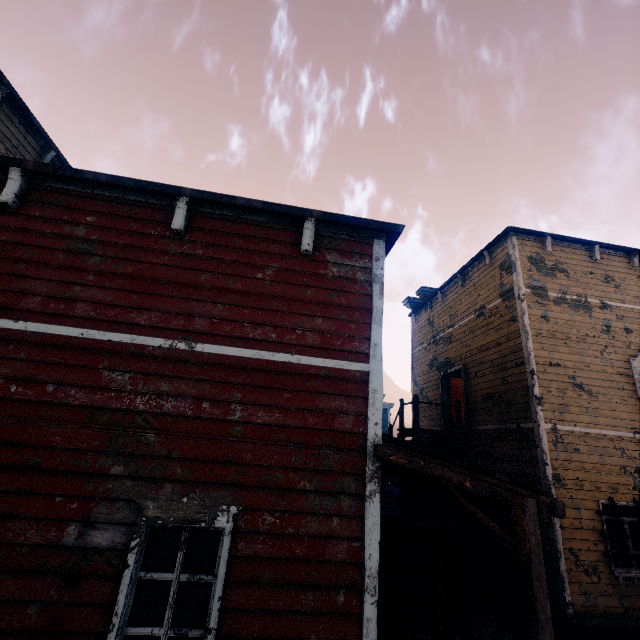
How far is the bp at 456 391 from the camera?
13.4m

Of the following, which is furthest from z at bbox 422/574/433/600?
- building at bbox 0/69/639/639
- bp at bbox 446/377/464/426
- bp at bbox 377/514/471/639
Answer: bp at bbox 446/377/464/426

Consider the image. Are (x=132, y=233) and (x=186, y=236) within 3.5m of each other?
yes

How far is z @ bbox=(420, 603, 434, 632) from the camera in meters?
7.9 m

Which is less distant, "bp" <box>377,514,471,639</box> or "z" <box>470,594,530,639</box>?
"bp" <box>377,514,471,639</box>

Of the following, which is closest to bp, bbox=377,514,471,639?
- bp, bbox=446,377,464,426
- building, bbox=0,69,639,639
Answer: building, bbox=0,69,639,639

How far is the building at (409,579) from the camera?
5.9 meters
